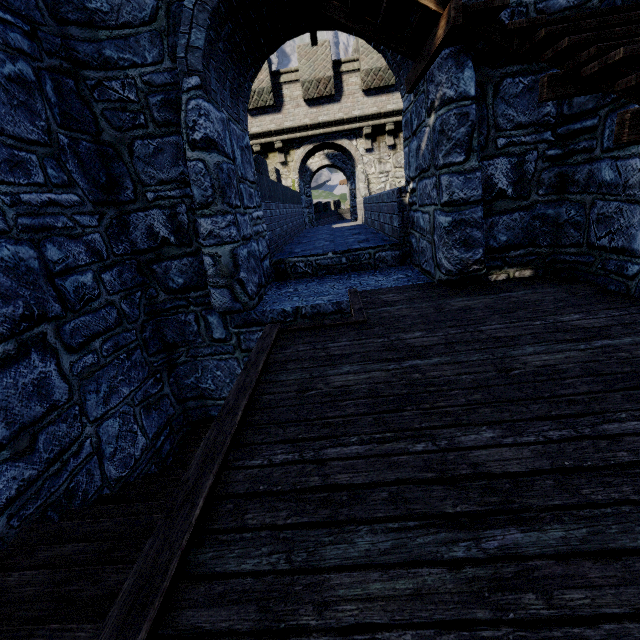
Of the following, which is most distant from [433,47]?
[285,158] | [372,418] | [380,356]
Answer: [285,158]
